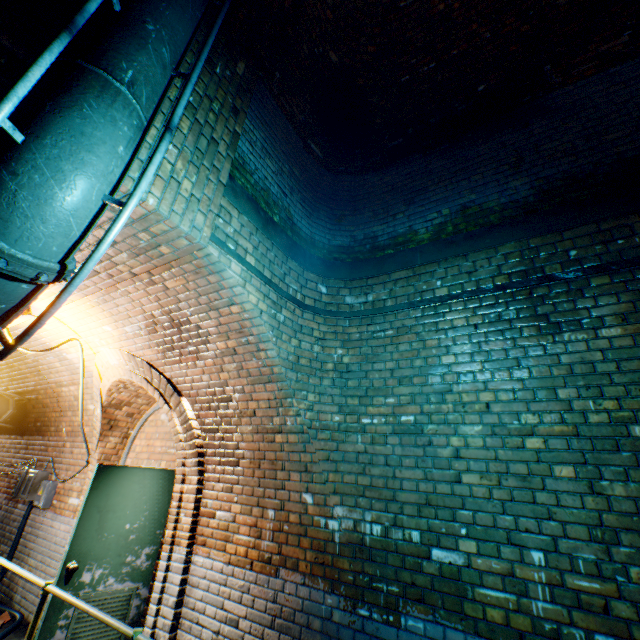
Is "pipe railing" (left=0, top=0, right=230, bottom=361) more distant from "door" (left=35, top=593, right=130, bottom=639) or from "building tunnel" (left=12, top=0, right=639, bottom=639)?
"door" (left=35, top=593, right=130, bottom=639)

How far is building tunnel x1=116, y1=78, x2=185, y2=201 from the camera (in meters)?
2.09

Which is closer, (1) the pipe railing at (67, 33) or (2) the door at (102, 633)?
(1) the pipe railing at (67, 33)

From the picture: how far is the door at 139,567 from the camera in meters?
3.5

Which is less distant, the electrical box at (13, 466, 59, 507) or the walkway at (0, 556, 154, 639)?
the walkway at (0, 556, 154, 639)

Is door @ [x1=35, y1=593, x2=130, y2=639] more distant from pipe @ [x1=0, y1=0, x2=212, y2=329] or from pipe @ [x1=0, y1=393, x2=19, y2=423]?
pipe @ [x1=0, y1=393, x2=19, y2=423]

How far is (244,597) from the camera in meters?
3.1

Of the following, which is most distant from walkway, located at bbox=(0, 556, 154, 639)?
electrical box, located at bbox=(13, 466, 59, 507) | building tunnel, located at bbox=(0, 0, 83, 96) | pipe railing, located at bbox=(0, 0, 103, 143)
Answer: electrical box, located at bbox=(13, 466, 59, 507)
